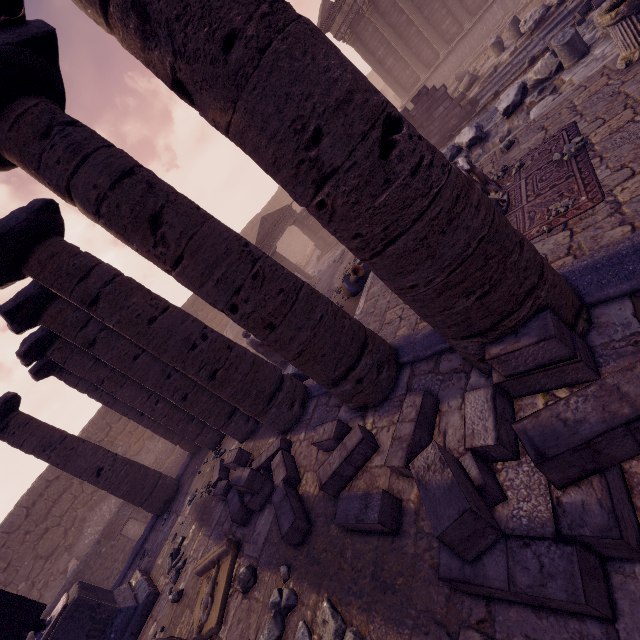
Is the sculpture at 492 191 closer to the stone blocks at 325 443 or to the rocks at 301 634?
the stone blocks at 325 443

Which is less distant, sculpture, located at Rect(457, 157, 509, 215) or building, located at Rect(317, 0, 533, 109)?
sculpture, located at Rect(457, 157, 509, 215)

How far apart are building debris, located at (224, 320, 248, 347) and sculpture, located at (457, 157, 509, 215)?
17.0 meters

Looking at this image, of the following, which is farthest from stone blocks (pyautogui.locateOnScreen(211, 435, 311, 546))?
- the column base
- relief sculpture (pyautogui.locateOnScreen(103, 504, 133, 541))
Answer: relief sculpture (pyautogui.locateOnScreen(103, 504, 133, 541))

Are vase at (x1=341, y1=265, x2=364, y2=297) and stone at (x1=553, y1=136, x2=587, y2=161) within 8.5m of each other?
yes

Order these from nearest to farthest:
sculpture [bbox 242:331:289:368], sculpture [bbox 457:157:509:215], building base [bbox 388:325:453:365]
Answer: building base [bbox 388:325:453:365]
sculpture [bbox 457:157:509:215]
sculpture [bbox 242:331:289:368]

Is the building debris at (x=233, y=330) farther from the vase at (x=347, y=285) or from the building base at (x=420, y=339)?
the vase at (x=347, y=285)

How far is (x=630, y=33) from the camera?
5.1m
